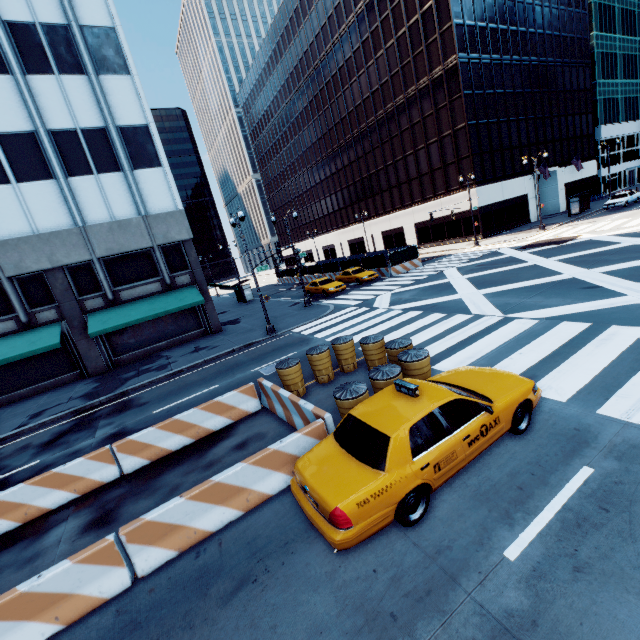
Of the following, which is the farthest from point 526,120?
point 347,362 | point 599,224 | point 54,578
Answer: point 54,578

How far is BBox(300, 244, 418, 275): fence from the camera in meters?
30.0 m

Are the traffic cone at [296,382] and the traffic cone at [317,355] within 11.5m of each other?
yes

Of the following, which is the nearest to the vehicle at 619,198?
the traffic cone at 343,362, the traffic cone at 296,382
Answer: the traffic cone at 343,362

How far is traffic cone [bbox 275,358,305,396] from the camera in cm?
1005

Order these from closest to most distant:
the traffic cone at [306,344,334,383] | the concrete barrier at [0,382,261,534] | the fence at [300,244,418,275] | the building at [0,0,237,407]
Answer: the concrete barrier at [0,382,261,534] → the traffic cone at [306,344,334,383] → the building at [0,0,237,407] → the fence at [300,244,418,275]

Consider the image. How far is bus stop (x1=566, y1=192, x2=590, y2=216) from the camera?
36.8 meters

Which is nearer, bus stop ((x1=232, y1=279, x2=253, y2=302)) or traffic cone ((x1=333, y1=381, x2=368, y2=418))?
traffic cone ((x1=333, y1=381, x2=368, y2=418))
